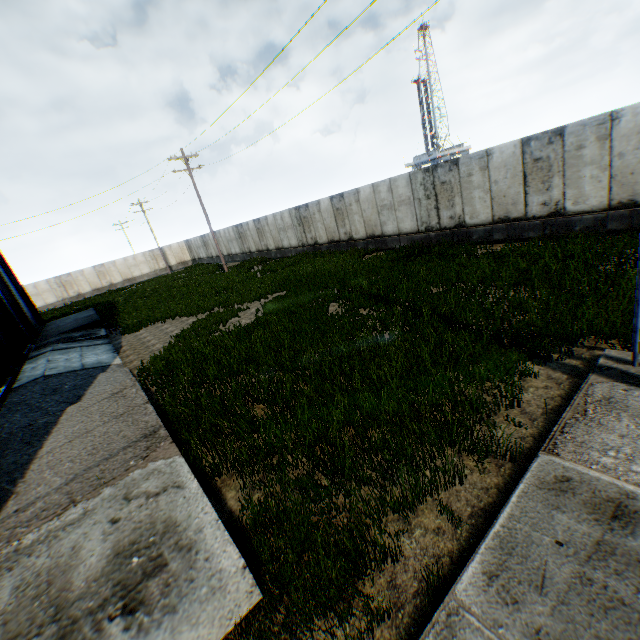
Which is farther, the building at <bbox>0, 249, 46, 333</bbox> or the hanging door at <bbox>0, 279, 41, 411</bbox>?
the building at <bbox>0, 249, 46, 333</bbox>

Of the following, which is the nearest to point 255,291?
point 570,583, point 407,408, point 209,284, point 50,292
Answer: point 209,284

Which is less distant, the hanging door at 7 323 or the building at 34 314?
the hanging door at 7 323
